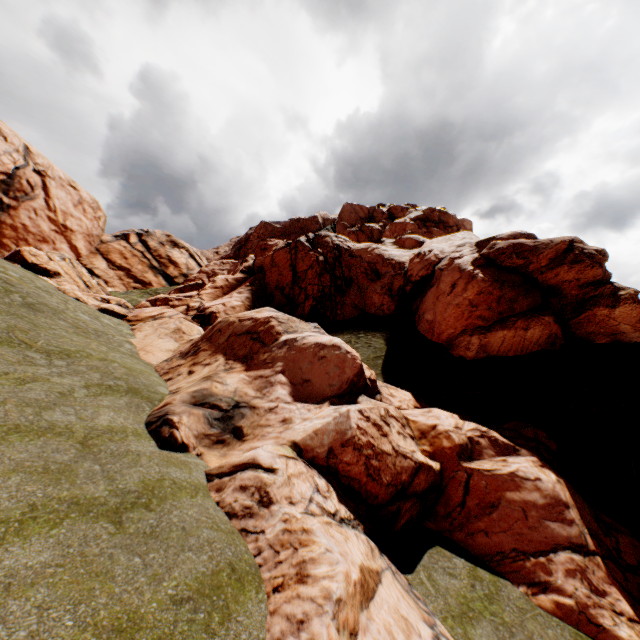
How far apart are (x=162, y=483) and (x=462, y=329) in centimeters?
2275cm
